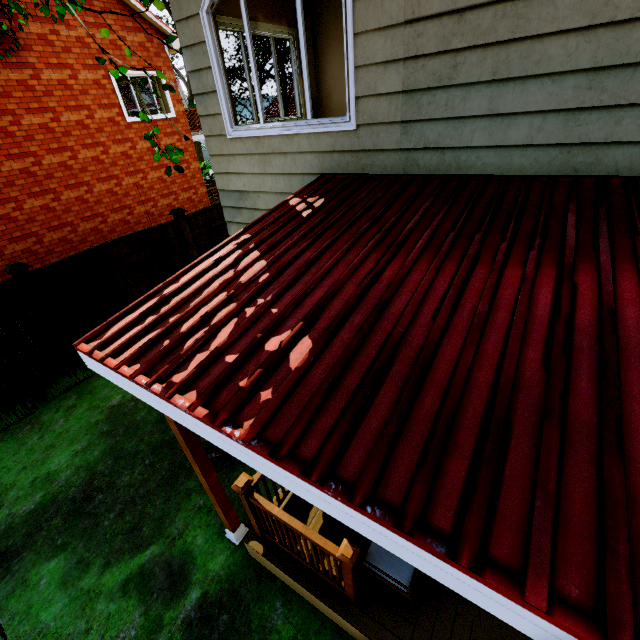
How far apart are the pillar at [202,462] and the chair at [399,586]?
1.58m

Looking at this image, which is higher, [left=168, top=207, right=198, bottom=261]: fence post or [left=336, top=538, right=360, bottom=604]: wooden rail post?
[left=168, top=207, right=198, bottom=261]: fence post

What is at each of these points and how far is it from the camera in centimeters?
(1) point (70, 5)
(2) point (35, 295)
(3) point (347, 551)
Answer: (1) tree, 501cm
(2) fence post, 583cm
(3) wooden rail post, 251cm

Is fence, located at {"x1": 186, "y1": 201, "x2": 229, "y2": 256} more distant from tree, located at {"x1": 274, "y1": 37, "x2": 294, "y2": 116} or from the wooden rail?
the wooden rail

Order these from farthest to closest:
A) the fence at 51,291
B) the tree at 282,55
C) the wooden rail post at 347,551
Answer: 1. the tree at 282,55
2. the fence at 51,291
3. the wooden rail post at 347,551

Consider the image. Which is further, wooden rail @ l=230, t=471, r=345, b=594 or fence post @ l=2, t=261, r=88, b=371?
fence post @ l=2, t=261, r=88, b=371

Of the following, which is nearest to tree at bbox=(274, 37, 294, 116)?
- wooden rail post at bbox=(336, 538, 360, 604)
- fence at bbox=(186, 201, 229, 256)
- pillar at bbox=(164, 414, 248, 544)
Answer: fence at bbox=(186, 201, 229, 256)

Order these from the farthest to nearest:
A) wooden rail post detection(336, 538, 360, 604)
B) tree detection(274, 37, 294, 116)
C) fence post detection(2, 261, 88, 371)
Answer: tree detection(274, 37, 294, 116), fence post detection(2, 261, 88, 371), wooden rail post detection(336, 538, 360, 604)
